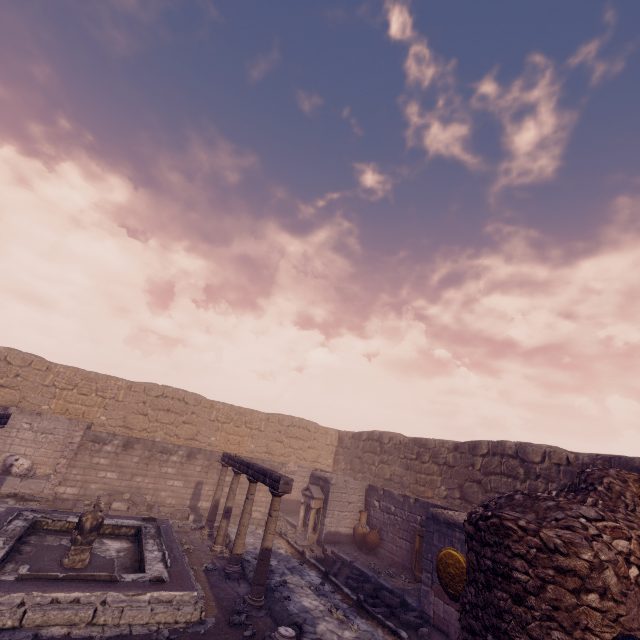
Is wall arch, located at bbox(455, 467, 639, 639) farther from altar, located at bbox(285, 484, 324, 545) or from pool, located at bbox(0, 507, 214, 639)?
altar, located at bbox(285, 484, 324, 545)

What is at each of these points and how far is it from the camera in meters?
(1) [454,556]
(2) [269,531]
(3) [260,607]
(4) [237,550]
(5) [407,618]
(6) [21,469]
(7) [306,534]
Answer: (1) relief sculpture, 7.9
(2) column, 7.8
(3) column base, 7.2
(4) column, 9.0
(5) stone blocks, 7.8
(6) sculpture, 12.2
(7) altar, 12.7

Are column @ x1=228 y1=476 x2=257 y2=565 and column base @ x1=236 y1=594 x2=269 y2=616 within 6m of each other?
yes

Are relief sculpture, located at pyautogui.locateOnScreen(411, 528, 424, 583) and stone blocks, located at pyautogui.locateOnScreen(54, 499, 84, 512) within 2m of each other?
no

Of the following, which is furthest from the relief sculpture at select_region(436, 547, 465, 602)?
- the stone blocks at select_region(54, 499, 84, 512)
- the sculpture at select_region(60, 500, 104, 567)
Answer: the stone blocks at select_region(54, 499, 84, 512)

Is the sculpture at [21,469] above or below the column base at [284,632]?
above

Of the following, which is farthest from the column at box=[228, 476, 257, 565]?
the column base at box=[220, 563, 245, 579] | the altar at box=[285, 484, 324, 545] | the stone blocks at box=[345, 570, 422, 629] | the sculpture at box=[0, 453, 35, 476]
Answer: the sculpture at box=[0, 453, 35, 476]

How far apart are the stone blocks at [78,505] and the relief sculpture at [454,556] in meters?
11.9
